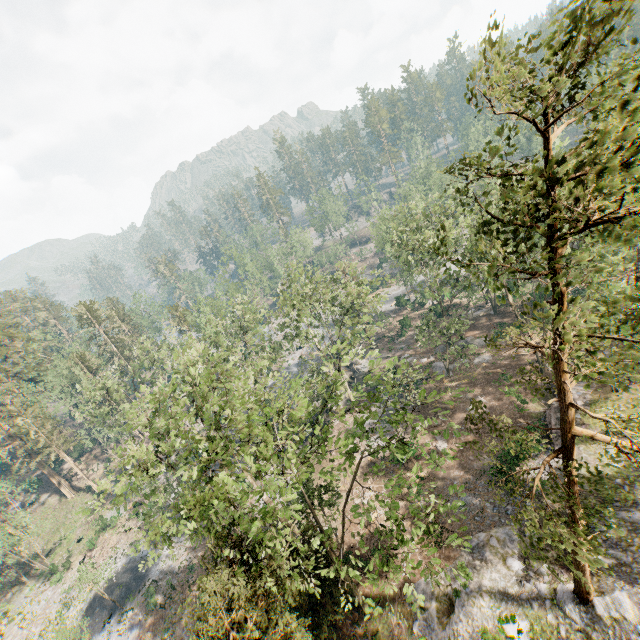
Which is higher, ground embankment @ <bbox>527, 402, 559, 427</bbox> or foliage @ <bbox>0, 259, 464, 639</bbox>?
foliage @ <bbox>0, 259, 464, 639</bbox>

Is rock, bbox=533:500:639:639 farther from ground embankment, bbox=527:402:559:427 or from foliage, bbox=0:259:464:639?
ground embankment, bbox=527:402:559:427

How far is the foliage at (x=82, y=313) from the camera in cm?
5725

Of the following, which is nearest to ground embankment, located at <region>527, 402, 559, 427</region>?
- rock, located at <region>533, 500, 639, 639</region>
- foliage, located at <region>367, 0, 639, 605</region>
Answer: foliage, located at <region>367, 0, 639, 605</region>

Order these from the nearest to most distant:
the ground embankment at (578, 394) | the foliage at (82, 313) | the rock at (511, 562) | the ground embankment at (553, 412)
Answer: the rock at (511, 562) → the ground embankment at (553, 412) → the ground embankment at (578, 394) → the foliage at (82, 313)

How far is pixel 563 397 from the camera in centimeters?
1150cm

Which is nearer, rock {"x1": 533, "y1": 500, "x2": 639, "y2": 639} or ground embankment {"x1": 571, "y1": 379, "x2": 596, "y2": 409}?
rock {"x1": 533, "y1": 500, "x2": 639, "y2": 639}

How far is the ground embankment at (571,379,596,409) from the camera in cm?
2683
